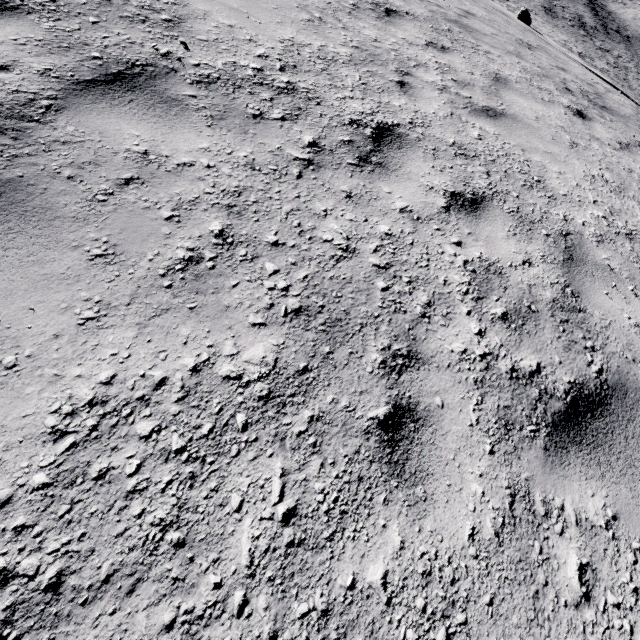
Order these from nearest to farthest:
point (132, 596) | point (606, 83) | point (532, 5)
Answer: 1. point (132, 596)
2. point (606, 83)
3. point (532, 5)
